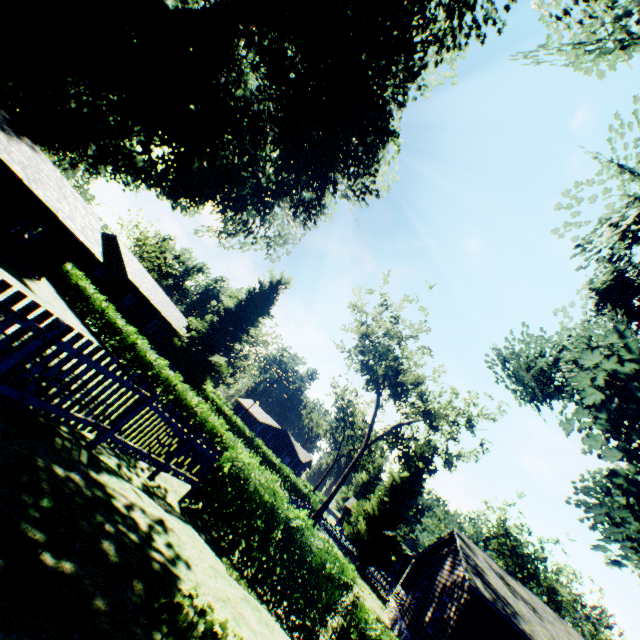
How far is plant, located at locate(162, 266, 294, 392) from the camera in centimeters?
3878cm

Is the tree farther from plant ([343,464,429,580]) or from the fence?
plant ([343,464,429,580])

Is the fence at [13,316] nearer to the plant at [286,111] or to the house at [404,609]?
the plant at [286,111]

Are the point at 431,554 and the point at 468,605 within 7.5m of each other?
no

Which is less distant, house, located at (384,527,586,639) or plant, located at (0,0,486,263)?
plant, located at (0,0,486,263)

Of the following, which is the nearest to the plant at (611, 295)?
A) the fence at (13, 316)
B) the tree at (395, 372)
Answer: the fence at (13, 316)

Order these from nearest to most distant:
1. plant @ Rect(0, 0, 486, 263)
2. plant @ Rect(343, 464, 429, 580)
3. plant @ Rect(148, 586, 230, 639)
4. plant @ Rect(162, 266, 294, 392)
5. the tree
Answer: plant @ Rect(148, 586, 230, 639) → plant @ Rect(0, 0, 486, 263) → the tree → plant @ Rect(343, 464, 429, 580) → plant @ Rect(162, 266, 294, 392)

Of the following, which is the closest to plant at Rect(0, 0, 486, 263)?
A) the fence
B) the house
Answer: the fence
